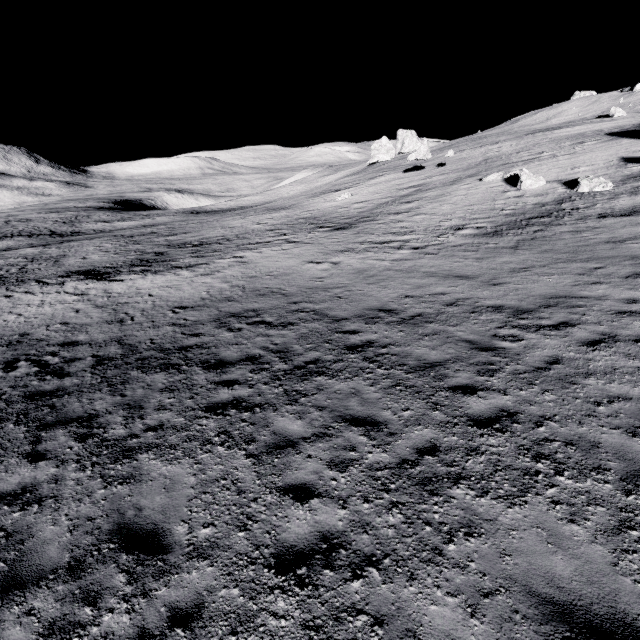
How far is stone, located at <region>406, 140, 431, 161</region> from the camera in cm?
3700

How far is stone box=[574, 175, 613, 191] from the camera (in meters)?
19.30

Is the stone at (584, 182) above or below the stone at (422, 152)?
below

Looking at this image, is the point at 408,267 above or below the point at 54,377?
above

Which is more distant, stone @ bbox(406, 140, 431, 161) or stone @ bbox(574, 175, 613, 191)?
stone @ bbox(406, 140, 431, 161)

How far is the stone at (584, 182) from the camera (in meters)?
19.30

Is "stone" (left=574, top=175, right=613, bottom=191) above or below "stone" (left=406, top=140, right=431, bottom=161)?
below
